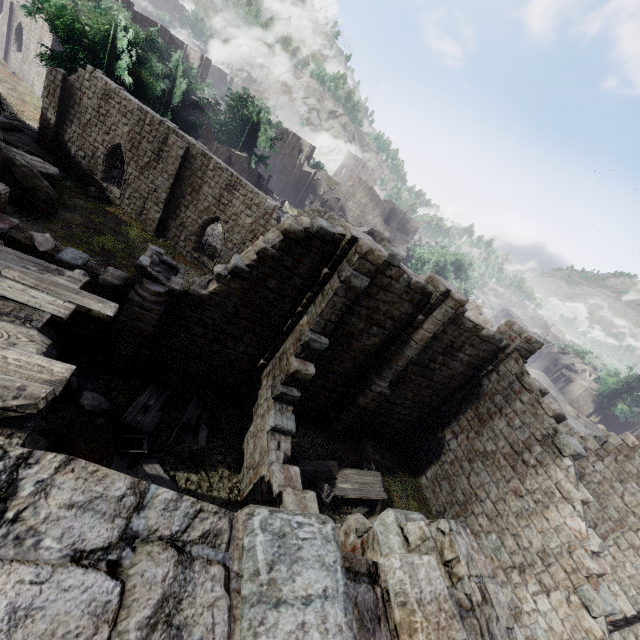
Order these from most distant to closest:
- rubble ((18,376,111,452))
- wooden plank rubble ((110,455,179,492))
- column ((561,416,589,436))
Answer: column ((561,416,589,436)) → wooden plank rubble ((110,455,179,492)) → rubble ((18,376,111,452))

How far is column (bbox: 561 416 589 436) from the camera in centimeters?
1590cm

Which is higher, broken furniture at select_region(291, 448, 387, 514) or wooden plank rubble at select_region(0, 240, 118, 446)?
wooden plank rubble at select_region(0, 240, 118, 446)

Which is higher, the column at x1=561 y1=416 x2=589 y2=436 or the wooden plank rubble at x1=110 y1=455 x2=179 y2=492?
the column at x1=561 y1=416 x2=589 y2=436

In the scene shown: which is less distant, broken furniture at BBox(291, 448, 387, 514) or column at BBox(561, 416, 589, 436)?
broken furniture at BBox(291, 448, 387, 514)

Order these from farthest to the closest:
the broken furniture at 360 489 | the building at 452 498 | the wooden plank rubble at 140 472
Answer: the broken furniture at 360 489
the wooden plank rubble at 140 472
the building at 452 498

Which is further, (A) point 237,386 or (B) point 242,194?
(B) point 242,194

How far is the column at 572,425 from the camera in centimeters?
1590cm
